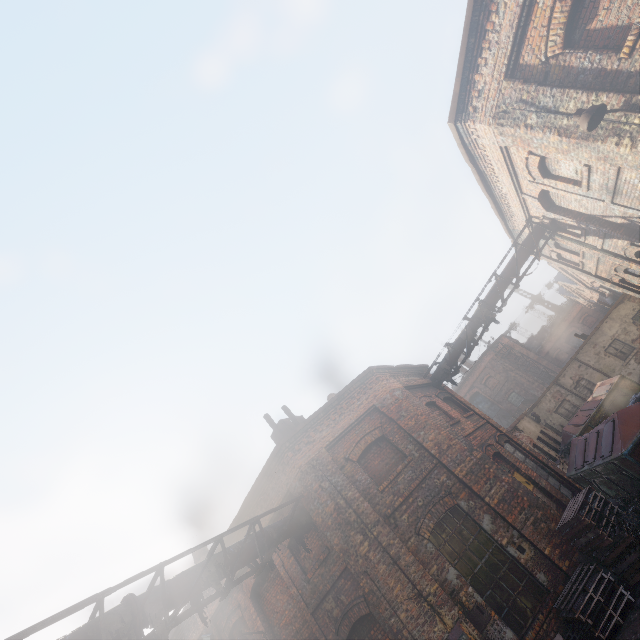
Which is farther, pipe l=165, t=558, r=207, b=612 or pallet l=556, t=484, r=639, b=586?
pallet l=556, t=484, r=639, b=586

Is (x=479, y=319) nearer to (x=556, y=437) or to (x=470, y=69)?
(x=470, y=69)

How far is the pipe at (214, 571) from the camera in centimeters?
681cm

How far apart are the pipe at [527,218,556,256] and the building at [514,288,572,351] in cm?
4324

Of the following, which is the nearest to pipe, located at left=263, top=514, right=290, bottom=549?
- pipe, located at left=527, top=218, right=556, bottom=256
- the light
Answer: pipe, located at left=527, top=218, right=556, bottom=256

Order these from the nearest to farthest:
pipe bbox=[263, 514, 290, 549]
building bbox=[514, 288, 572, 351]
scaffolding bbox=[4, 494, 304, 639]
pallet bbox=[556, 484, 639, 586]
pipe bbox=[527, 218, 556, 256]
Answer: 1. scaffolding bbox=[4, 494, 304, 639]
2. pallet bbox=[556, 484, 639, 586]
3. pipe bbox=[263, 514, 290, 549]
4. pipe bbox=[527, 218, 556, 256]
5. building bbox=[514, 288, 572, 351]

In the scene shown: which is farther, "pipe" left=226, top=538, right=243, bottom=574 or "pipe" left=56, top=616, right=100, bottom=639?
"pipe" left=226, top=538, right=243, bottom=574

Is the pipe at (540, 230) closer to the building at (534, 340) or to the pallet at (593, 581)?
the pallet at (593, 581)
